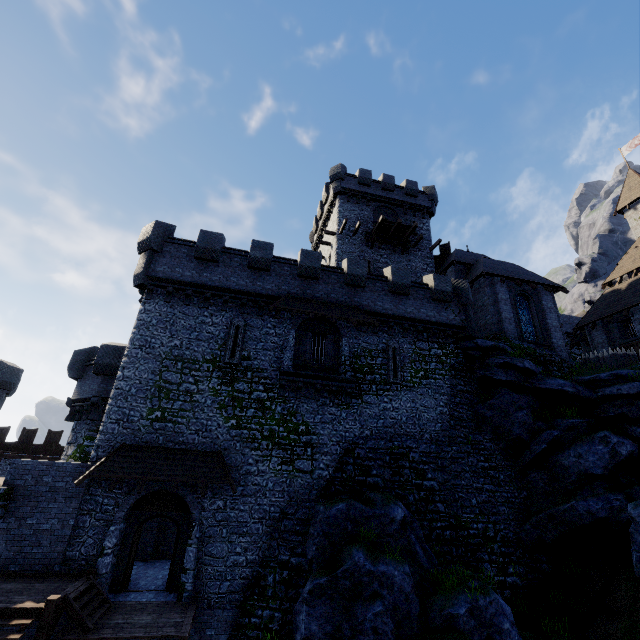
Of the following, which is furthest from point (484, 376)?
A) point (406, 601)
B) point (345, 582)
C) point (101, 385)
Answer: point (101, 385)

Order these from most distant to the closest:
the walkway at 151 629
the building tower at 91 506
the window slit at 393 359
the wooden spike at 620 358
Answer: the wooden spike at 620 358 → the window slit at 393 359 → the building tower at 91 506 → the walkway at 151 629

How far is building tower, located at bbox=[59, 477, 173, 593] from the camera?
12.55m

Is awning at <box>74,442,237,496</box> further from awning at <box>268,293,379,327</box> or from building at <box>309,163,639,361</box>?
building at <box>309,163,639,361</box>

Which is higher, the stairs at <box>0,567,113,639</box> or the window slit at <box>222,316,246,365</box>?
the window slit at <box>222,316,246,365</box>

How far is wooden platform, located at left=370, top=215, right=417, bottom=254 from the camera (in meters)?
28.16

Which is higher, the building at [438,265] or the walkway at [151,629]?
the building at [438,265]
